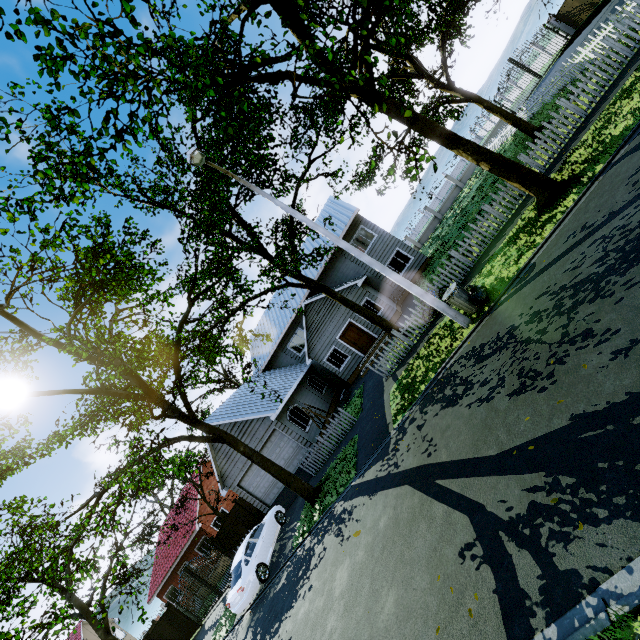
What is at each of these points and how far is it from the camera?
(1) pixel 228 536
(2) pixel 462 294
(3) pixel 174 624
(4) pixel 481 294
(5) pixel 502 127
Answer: (1) fence, 19.2 meters
(2) trash can, 9.6 meters
(3) fence, 20.8 meters
(4) trash bag, 9.3 meters
(5) fence, 29.5 meters

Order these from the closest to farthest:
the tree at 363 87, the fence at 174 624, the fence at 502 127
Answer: the tree at 363 87 → the fence at 174 624 → the fence at 502 127

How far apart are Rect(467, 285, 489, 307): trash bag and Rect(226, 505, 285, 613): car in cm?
1352

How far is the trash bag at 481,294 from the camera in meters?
9.2 m

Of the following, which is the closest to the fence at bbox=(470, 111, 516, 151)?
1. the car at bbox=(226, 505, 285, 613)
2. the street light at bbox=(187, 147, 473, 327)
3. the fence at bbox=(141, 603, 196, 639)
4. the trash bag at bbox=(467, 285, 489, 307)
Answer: the car at bbox=(226, 505, 285, 613)

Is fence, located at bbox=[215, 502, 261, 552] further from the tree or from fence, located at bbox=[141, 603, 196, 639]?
fence, located at bbox=[141, 603, 196, 639]

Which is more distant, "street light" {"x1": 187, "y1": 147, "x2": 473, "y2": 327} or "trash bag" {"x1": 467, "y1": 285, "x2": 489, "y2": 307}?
"trash bag" {"x1": 467, "y1": 285, "x2": 489, "y2": 307}

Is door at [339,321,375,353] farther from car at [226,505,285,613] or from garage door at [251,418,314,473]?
car at [226,505,285,613]
